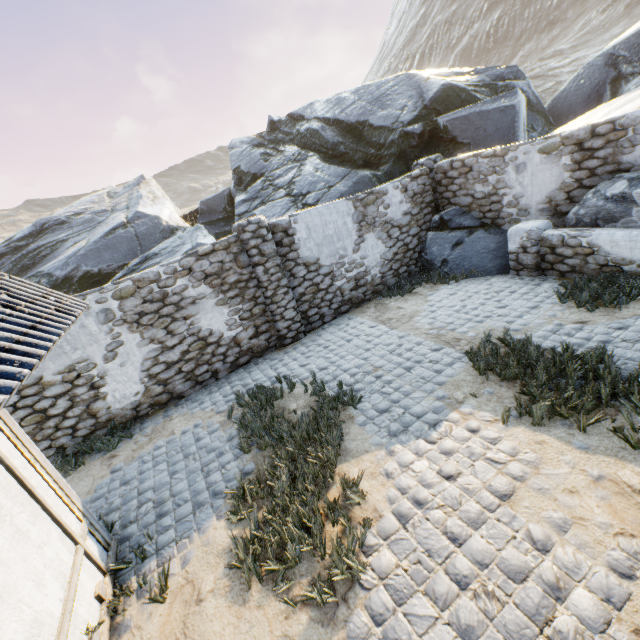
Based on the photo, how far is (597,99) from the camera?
12.8 meters

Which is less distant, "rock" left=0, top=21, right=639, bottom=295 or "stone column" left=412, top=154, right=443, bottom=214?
"stone column" left=412, top=154, right=443, bottom=214

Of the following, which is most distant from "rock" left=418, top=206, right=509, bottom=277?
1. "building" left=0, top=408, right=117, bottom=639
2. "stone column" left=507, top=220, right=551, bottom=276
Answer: "building" left=0, top=408, right=117, bottom=639

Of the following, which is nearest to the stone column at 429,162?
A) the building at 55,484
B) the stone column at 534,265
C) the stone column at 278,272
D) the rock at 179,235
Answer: the rock at 179,235

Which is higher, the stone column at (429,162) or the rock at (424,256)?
the stone column at (429,162)

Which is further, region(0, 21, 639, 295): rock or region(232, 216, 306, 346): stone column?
region(0, 21, 639, 295): rock

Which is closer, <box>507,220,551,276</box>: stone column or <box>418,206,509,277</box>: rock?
<box>507,220,551,276</box>: stone column
